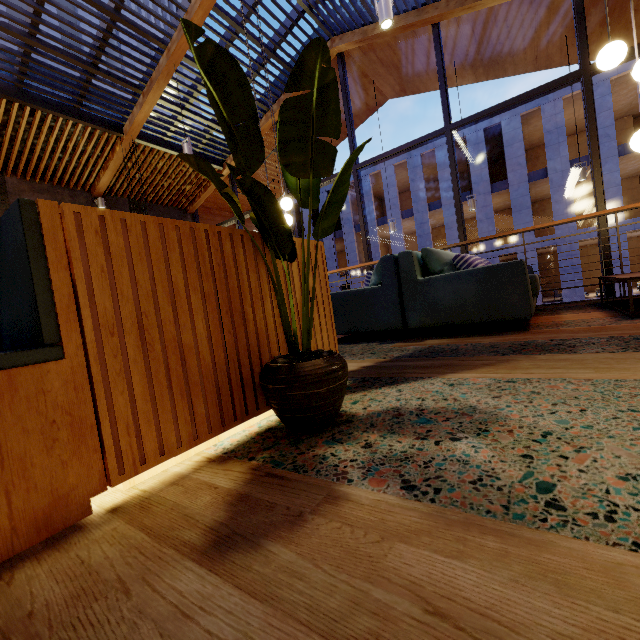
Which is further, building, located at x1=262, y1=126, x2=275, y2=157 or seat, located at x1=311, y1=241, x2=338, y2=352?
building, located at x1=262, y1=126, x2=275, y2=157

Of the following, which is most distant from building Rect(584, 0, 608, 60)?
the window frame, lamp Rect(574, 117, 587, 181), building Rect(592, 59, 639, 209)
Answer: building Rect(592, 59, 639, 209)

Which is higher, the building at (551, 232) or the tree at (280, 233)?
the building at (551, 232)

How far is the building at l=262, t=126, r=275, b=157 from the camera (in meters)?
8.87

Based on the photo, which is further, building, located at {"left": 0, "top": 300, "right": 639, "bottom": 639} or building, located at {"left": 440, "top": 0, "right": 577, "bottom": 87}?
building, located at {"left": 440, "top": 0, "right": 577, "bottom": 87}

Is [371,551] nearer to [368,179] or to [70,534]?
[70,534]

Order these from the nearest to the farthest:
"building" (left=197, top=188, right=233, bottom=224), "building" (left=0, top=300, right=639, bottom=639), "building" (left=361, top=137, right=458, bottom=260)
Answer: "building" (left=0, top=300, right=639, bottom=639) → "building" (left=197, top=188, right=233, bottom=224) → "building" (left=361, top=137, right=458, bottom=260)

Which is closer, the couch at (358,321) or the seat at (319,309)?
the seat at (319,309)
